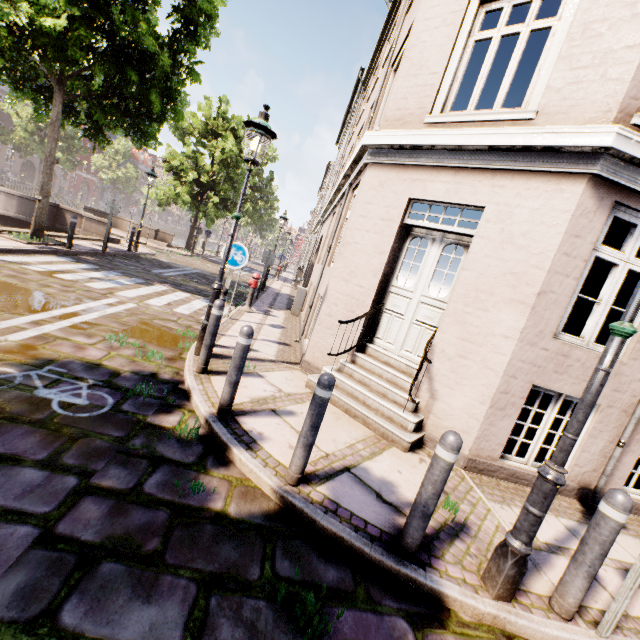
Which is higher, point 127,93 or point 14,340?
point 127,93

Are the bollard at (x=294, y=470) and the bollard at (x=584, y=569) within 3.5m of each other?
yes

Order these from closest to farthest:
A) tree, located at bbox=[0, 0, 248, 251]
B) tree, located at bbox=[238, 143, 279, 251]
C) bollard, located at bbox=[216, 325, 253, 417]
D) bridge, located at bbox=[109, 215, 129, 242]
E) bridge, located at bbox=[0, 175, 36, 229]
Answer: bollard, located at bbox=[216, 325, 253, 417] → tree, located at bbox=[0, 0, 248, 251] → bridge, located at bbox=[0, 175, 36, 229] → bridge, located at bbox=[109, 215, 129, 242] → tree, located at bbox=[238, 143, 279, 251]

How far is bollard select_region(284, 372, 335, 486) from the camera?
2.8m

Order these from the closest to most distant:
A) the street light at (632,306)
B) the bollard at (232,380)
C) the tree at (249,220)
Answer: the street light at (632,306)
the bollard at (232,380)
the tree at (249,220)

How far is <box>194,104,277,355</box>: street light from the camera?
4.7 meters

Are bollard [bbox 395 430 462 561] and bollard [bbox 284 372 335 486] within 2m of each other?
yes

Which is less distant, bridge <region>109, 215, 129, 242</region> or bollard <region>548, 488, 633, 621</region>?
bollard <region>548, 488, 633, 621</region>
